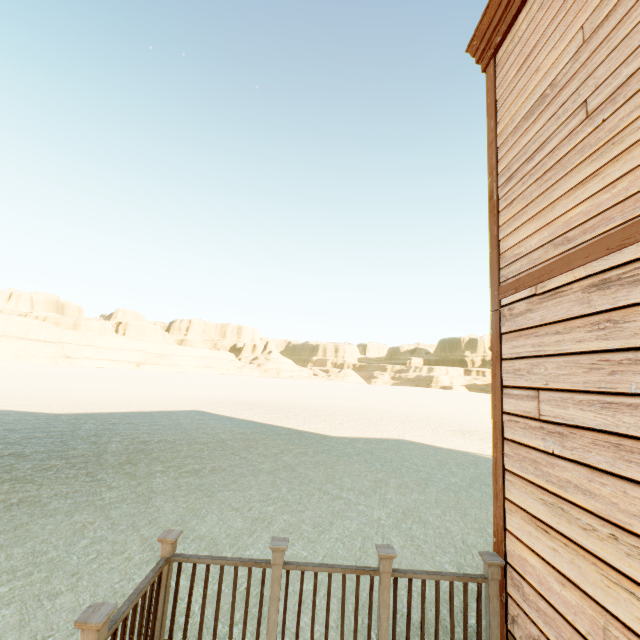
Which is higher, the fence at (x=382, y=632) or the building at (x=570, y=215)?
the building at (x=570, y=215)

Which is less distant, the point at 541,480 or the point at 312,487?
the point at 541,480

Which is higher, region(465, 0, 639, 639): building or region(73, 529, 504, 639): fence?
region(465, 0, 639, 639): building
